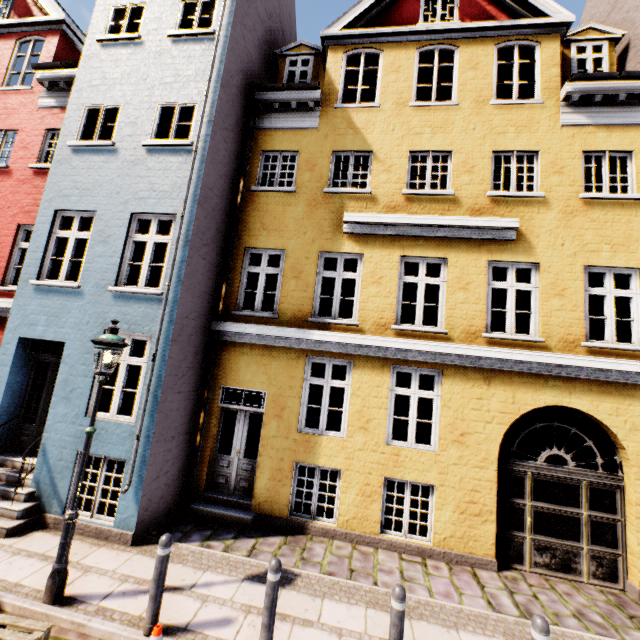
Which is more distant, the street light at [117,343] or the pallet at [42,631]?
the street light at [117,343]

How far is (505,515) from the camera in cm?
670

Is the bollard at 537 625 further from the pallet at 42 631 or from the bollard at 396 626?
the pallet at 42 631

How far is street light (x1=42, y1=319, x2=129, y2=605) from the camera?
4.33m

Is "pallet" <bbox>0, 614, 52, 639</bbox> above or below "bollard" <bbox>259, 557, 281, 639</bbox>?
below

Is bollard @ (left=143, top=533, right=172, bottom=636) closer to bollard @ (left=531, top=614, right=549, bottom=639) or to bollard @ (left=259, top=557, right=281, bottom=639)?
bollard @ (left=259, top=557, right=281, bottom=639)

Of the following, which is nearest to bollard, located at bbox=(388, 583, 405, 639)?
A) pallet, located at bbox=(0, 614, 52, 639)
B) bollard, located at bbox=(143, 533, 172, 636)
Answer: bollard, located at bbox=(143, 533, 172, 636)

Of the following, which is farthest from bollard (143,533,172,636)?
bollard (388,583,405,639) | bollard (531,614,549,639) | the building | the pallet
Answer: bollard (531,614,549,639)
